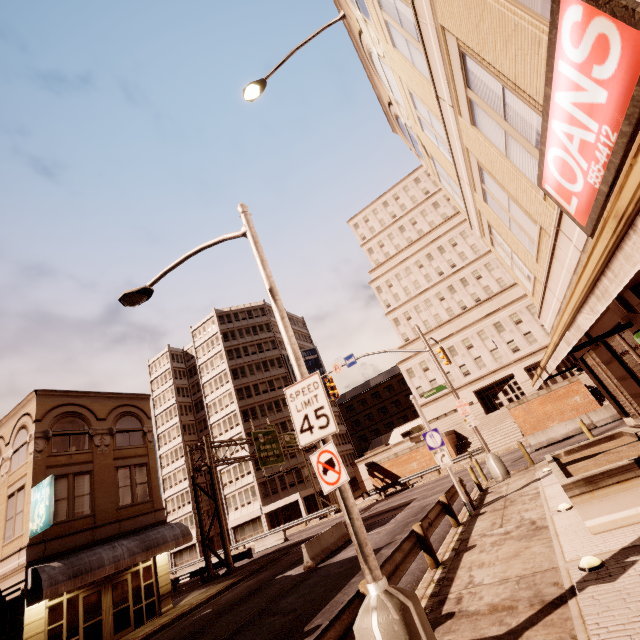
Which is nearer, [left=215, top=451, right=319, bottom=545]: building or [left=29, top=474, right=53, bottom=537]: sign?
[left=29, top=474, right=53, bottom=537]: sign

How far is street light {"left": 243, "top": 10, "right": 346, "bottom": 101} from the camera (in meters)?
12.75

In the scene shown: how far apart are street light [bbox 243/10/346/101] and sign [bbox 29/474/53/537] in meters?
20.4

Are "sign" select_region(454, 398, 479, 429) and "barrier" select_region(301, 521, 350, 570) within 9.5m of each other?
yes

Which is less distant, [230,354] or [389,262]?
[230,354]

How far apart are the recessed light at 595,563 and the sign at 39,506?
20.10m

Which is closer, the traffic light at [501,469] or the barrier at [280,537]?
the traffic light at [501,469]

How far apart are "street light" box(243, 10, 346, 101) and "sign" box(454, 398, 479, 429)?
18.4m
